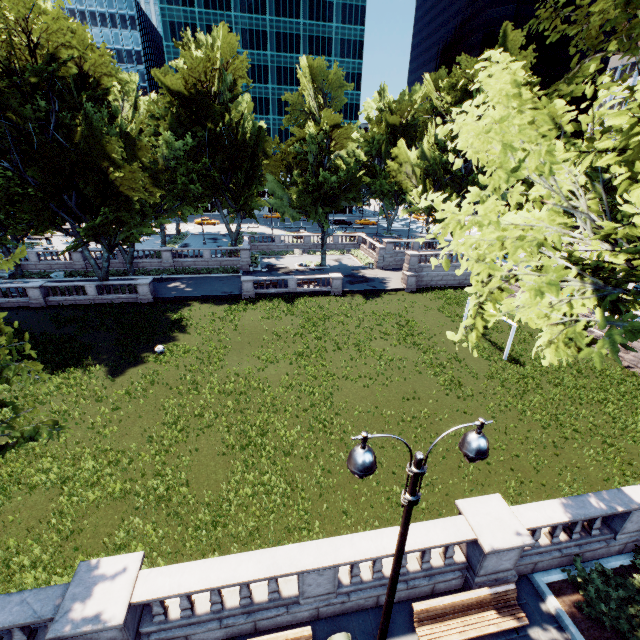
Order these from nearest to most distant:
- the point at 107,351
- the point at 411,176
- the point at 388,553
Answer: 1. the point at 388,553
2. the point at 107,351
3. the point at 411,176

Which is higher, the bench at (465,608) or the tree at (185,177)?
the tree at (185,177)

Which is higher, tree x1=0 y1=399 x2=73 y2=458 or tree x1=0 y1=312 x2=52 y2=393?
tree x1=0 y1=312 x2=52 y2=393

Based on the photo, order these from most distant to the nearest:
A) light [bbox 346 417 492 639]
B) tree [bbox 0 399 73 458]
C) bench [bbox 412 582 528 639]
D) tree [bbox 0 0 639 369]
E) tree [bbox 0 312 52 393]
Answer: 1. bench [bbox 412 582 528 639]
2. tree [bbox 0 399 73 458]
3. tree [bbox 0 0 639 369]
4. tree [bbox 0 312 52 393]
5. light [bbox 346 417 492 639]

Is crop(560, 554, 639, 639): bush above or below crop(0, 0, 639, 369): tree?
below

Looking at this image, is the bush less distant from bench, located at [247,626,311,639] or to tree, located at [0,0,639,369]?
tree, located at [0,0,639,369]

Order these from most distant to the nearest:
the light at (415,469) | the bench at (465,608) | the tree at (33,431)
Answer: the bench at (465,608)
the tree at (33,431)
the light at (415,469)
